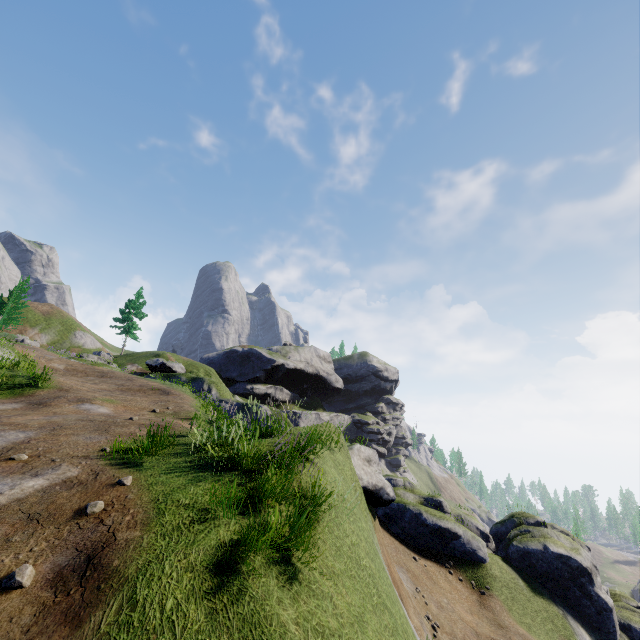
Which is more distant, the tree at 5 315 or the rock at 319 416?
the rock at 319 416

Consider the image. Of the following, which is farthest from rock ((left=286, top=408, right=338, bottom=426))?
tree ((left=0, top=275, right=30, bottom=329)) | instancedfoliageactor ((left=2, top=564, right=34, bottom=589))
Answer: instancedfoliageactor ((left=2, top=564, right=34, bottom=589))

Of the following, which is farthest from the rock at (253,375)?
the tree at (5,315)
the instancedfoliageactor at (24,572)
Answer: the instancedfoliageactor at (24,572)

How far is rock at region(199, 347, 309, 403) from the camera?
52.1m

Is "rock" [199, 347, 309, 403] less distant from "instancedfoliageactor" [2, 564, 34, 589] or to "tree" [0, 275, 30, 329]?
"tree" [0, 275, 30, 329]

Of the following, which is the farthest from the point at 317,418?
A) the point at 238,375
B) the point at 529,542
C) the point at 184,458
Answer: the point at 184,458
